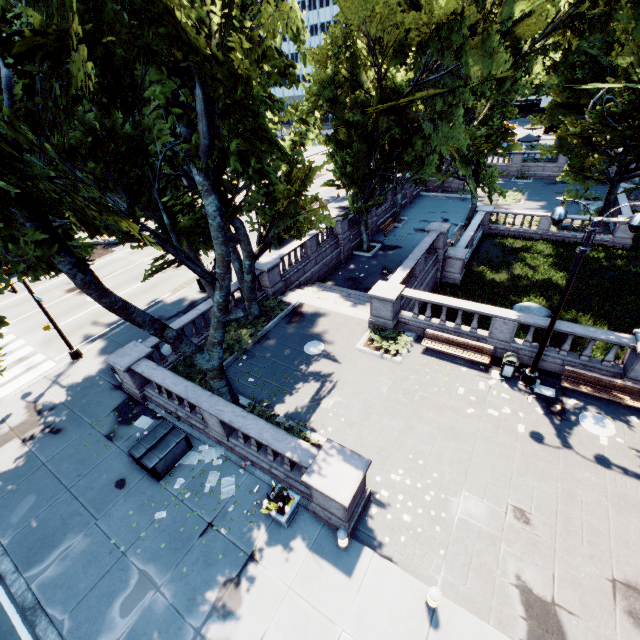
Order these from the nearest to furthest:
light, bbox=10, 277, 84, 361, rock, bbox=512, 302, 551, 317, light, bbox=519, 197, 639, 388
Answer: light, bbox=519, 197, 639, 388 < light, bbox=10, 277, 84, 361 < rock, bbox=512, 302, 551, 317

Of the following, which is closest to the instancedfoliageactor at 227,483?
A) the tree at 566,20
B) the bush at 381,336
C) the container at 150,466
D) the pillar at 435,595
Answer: the container at 150,466

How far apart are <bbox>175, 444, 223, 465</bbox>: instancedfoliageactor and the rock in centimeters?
1835cm

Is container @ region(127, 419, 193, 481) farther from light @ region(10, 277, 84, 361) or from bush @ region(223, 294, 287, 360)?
light @ region(10, 277, 84, 361)

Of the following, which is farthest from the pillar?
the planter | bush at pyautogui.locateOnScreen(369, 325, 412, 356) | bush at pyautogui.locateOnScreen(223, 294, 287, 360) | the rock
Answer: the rock

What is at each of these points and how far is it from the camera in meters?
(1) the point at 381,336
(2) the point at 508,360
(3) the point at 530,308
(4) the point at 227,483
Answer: (1) bush, 16.2 m
(2) garbage can, 13.5 m
(3) rock, 19.7 m
(4) instancedfoliageactor, 11.0 m

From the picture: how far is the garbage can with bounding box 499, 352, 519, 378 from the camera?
13.3 meters

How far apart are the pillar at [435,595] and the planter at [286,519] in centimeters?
393cm
